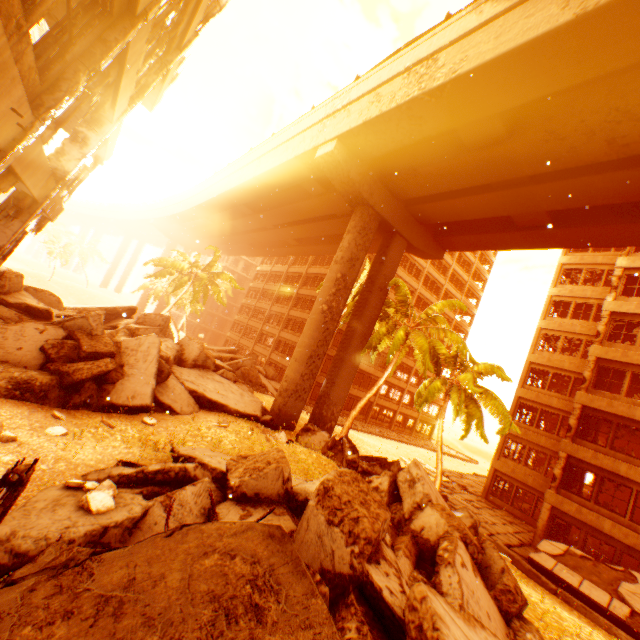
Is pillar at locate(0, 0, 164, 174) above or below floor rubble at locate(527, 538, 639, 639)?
above

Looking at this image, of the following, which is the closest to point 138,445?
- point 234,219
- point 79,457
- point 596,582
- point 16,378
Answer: point 79,457

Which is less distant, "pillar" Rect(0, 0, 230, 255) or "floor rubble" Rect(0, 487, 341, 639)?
"floor rubble" Rect(0, 487, 341, 639)

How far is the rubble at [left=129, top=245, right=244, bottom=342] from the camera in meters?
30.9 m

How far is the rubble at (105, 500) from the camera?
4.9 meters

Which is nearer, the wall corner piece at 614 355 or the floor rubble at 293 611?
the floor rubble at 293 611

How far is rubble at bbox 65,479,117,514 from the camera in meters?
4.9 m

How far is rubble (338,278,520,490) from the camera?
15.55m
